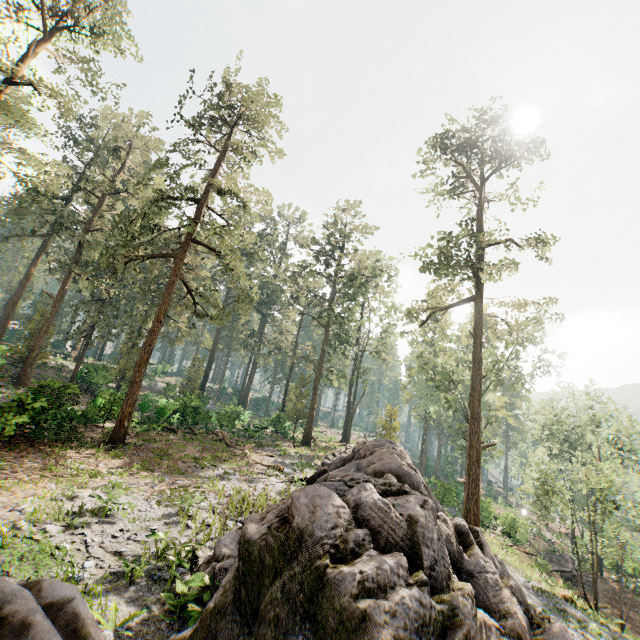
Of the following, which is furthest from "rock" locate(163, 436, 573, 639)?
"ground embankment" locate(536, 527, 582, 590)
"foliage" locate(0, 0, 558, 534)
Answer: "ground embankment" locate(536, 527, 582, 590)

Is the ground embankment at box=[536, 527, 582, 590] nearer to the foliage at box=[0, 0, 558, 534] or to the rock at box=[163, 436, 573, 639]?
the foliage at box=[0, 0, 558, 534]

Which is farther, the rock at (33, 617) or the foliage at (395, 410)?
the foliage at (395, 410)

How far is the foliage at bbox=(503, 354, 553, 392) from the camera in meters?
27.1 m

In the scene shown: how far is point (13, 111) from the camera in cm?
1831

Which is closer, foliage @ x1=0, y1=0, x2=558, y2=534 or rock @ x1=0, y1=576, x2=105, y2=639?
rock @ x1=0, y1=576, x2=105, y2=639

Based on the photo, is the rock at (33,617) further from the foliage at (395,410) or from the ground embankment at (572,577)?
the ground embankment at (572,577)
